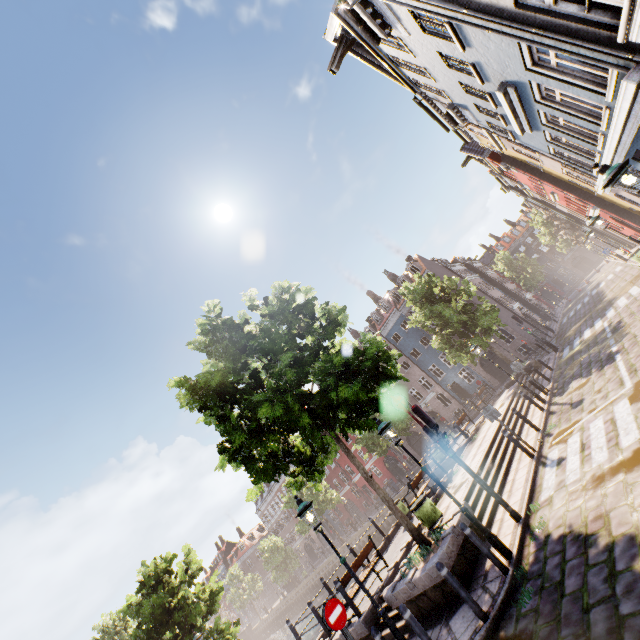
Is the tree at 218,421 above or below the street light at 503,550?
above

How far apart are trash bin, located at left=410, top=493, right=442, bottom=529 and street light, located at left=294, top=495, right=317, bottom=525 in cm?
328

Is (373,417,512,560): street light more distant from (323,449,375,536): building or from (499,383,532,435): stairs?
(323,449,375,536): building

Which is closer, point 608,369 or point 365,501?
point 608,369

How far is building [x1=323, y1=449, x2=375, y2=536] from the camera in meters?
47.5

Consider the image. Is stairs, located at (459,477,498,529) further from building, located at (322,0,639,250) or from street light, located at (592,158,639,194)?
building, located at (322,0,639,250)

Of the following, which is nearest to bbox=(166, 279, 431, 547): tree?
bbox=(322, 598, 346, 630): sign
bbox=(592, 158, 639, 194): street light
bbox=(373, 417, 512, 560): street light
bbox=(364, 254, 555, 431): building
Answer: bbox=(373, 417, 512, 560): street light

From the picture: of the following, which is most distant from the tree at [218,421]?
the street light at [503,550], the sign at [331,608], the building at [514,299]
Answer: the building at [514,299]
